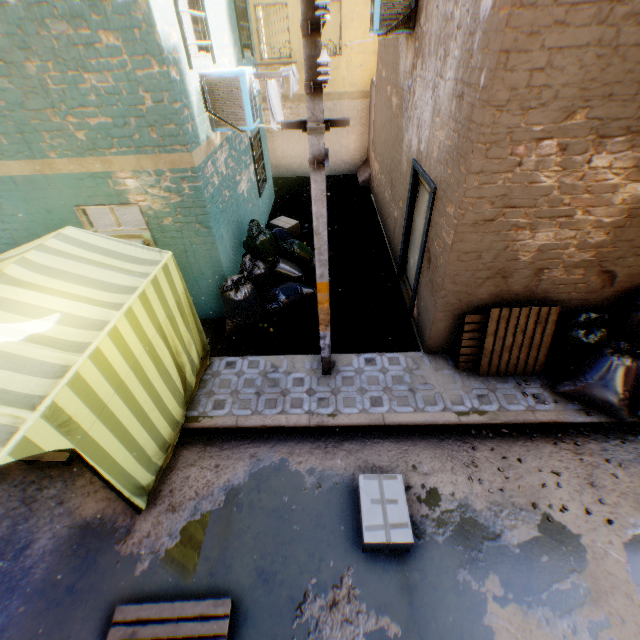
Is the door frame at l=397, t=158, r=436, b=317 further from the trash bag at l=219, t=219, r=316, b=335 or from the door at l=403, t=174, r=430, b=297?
the trash bag at l=219, t=219, r=316, b=335

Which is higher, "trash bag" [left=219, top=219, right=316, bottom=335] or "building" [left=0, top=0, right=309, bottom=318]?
"building" [left=0, top=0, right=309, bottom=318]

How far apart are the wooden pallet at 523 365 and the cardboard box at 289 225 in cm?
564

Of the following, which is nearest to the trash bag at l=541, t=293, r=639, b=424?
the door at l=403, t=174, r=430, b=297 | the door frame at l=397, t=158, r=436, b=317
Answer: the door at l=403, t=174, r=430, b=297

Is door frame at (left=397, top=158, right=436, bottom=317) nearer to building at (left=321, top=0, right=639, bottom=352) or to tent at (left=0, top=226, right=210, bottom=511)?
building at (left=321, top=0, right=639, bottom=352)

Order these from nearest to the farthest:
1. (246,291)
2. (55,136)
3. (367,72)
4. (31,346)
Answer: (31,346) → (55,136) → (246,291) → (367,72)

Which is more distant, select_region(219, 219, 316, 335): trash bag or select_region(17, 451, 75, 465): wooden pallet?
select_region(219, 219, 316, 335): trash bag

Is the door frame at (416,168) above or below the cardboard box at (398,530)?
above
